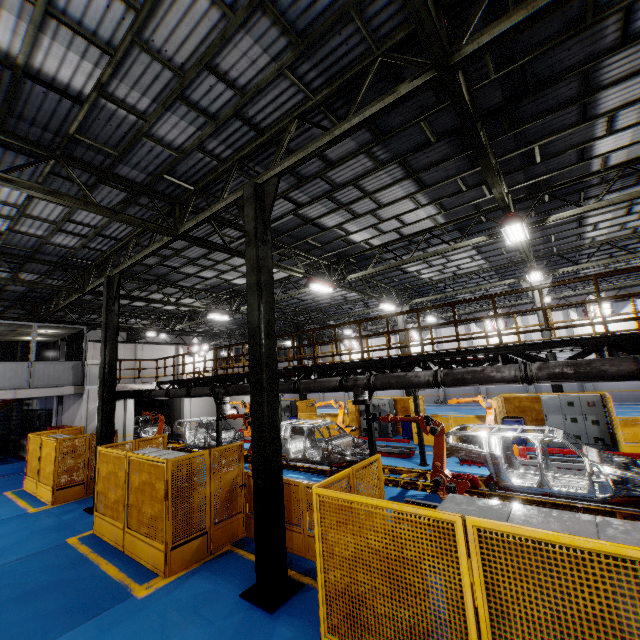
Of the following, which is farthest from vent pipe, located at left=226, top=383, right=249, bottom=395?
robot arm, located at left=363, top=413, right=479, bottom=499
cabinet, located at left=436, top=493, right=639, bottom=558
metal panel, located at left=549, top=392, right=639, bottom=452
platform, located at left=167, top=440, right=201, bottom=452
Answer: cabinet, located at left=436, top=493, right=639, bottom=558

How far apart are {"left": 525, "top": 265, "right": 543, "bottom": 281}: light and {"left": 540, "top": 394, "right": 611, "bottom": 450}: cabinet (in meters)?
5.43

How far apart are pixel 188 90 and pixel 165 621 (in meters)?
9.26

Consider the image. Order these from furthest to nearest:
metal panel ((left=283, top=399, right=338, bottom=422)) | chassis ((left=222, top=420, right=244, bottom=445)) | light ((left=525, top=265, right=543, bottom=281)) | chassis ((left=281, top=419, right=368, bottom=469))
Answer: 1. metal panel ((left=283, top=399, right=338, bottom=422))
2. chassis ((left=222, top=420, right=244, bottom=445))
3. light ((left=525, top=265, right=543, bottom=281))
4. chassis ((left=281, top=419, right=368, bottom=469))

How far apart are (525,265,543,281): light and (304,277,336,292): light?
8.6m

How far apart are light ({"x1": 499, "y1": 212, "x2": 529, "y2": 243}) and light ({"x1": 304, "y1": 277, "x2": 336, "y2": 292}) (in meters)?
6.97

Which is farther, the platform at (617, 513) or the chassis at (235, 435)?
the chassis at (235, 435)

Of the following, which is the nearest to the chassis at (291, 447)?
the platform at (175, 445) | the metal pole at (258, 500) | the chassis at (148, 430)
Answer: the platform at (175, 445)
